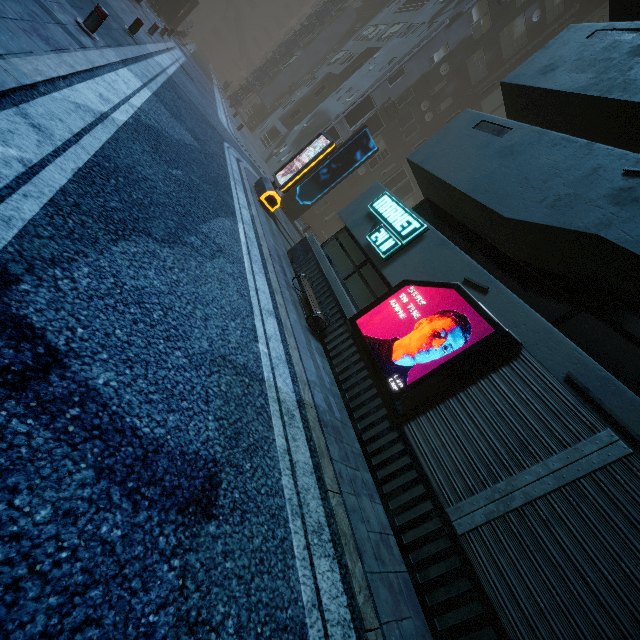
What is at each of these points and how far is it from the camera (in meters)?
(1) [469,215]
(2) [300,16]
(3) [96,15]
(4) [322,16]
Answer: (1) building, 7.84
(2) building, 58.34
(3) bollard, 6.77
(4) building structure, 31.19

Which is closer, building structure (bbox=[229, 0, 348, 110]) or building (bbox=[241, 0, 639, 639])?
building (bbox=[241, 0, 639, 639])

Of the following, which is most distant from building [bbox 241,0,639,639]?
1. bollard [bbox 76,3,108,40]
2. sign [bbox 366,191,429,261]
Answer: bollard [bbox 76,3,108,40]

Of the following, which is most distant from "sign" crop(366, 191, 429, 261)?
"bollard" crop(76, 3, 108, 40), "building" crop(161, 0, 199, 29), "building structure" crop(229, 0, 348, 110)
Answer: "building structure" crop(229, 0, 348, 110)

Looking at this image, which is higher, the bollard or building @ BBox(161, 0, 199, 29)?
building @ BBox(161, 0, 199, 29)

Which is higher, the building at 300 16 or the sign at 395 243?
the building at 300 16

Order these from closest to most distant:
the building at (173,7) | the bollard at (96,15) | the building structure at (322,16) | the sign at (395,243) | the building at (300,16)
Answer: the bollard at (96,15)
the sign at (395,243)
the building at (173,7)
the building structure at (322,16)
the building at (300,16)
